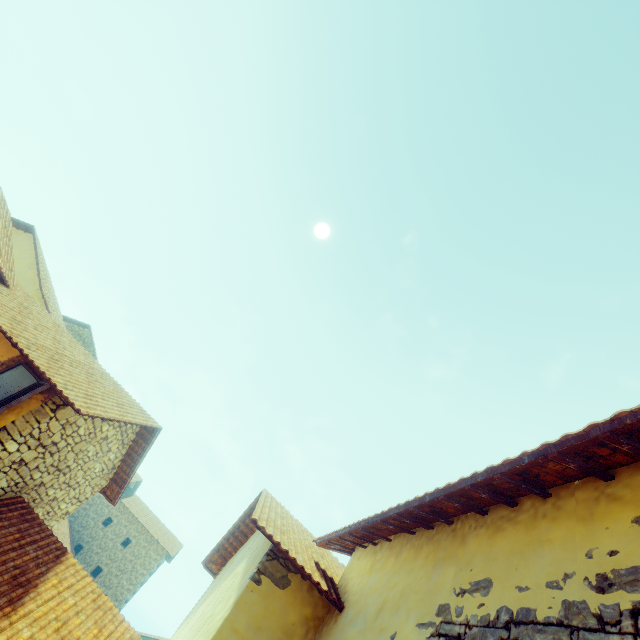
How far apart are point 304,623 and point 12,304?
8.2m
